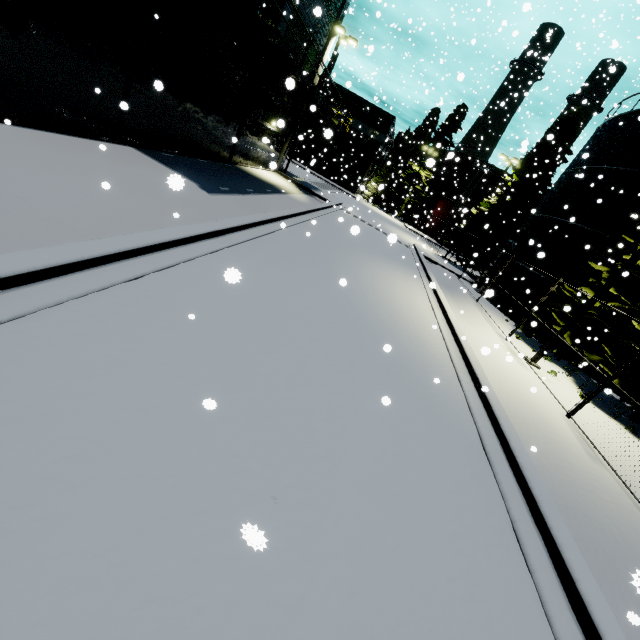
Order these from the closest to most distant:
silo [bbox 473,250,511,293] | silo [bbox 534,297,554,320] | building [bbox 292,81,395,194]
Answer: silo [bbox 534,297,554,320], silo [bbox 473,250,511,293], building [bbox 292,81,395,194]

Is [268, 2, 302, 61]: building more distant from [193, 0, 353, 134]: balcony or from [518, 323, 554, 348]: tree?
[518, 323, 554, 348]: tree

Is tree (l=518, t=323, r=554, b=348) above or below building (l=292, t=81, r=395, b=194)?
below

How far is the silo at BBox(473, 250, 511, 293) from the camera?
21.49m

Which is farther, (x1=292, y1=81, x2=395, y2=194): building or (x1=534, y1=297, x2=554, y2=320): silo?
(x1=292, y1=81, x2=395, y2=194): building

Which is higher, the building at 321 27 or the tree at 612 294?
the building at 321 27

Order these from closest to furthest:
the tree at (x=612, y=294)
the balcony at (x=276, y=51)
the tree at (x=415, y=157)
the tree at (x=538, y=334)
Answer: the balcony at (x=276, y=51), the tree at (x=612, y=294), the tree at (x=538, y=334), the tree at (x=415, y=157)

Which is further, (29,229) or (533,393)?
(533,393)
